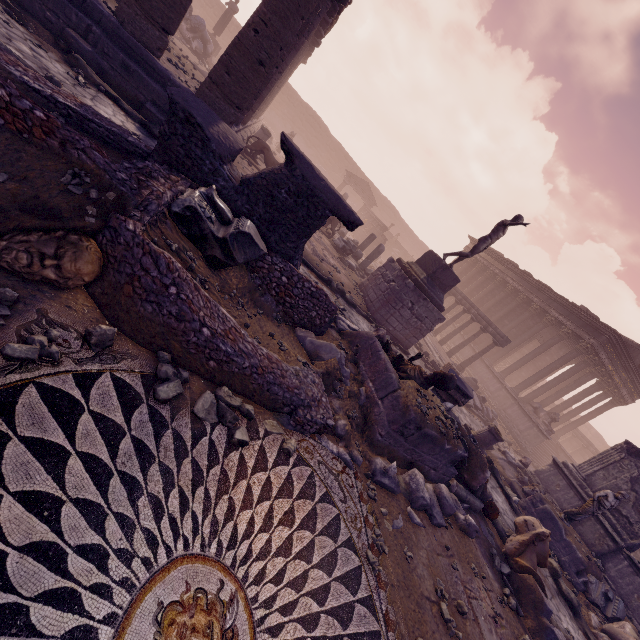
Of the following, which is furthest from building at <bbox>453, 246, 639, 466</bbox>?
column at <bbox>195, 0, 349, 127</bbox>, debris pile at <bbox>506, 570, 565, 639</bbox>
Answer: column at <bbox>195, 0, 349, 127</bbox>

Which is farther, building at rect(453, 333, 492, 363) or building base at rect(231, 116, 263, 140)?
building at rect(453, 333, 492, 363)

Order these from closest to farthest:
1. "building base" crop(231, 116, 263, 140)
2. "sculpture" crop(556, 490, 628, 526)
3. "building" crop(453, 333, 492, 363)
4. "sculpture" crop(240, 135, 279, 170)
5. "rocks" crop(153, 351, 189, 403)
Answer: "rocks" crop(153, 351, 189, 403) < "sculpture" crop(556, 490, 628, 526) < "building base" crop(231, 116, 263, 140) < "sculpture" crop(240, 135, 279, 170) < "building" crop(453, 333, 492, 363)

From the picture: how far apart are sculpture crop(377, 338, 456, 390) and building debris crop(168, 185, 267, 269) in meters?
3.1 m

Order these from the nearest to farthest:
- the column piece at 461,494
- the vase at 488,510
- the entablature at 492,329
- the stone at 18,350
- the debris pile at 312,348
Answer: the stone at 18,350 → the debris pile at 312,348 → the column piece at 461,494 → the vase at 488,510 → the entablature at 492,329

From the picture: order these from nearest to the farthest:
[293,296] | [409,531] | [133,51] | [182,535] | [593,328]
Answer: [182,535] < [409,531] < [293,296] < [133,51] < [593,328]

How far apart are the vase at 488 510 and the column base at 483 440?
3.9m

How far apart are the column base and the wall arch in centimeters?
3433cm
